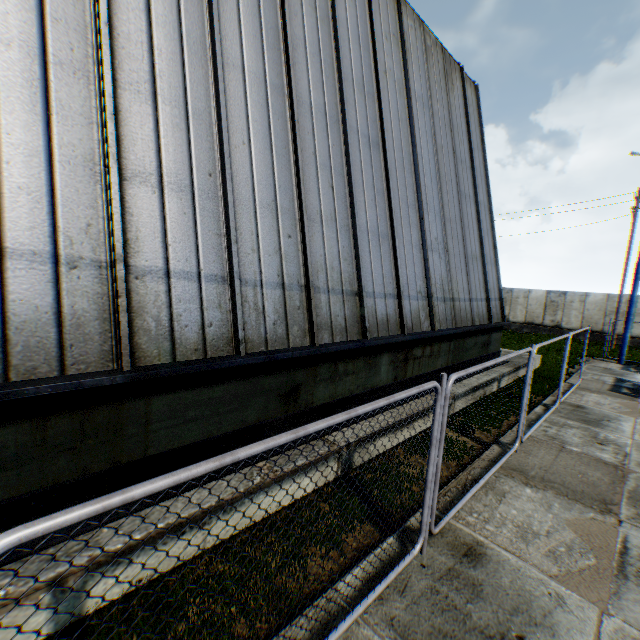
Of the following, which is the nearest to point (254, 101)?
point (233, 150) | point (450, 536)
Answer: point (233, 150)

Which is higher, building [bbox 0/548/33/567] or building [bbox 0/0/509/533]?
building [bbox 0/0/509/533]

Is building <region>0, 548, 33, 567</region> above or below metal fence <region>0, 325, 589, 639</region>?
below

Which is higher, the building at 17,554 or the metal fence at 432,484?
the metal fence at 432,484

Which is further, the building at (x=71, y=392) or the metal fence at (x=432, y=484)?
the building at (x=71, y=392)

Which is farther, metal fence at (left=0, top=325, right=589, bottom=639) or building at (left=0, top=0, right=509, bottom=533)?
building at (left=0, top=0, right=509, bottom=533)
